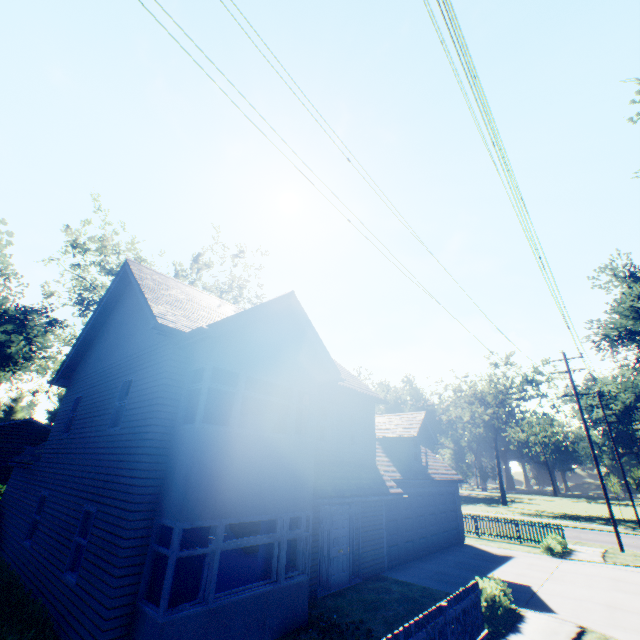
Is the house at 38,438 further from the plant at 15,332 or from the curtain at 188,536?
the curtain at 188,536

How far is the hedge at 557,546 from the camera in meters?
17.0

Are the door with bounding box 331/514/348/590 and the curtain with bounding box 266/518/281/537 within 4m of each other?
yes

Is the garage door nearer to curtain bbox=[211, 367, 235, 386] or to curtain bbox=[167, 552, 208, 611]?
curtain bbox=[211, 367, 235, 386]

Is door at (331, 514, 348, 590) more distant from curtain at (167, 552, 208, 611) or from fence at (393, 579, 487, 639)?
curtain at (167, 552, 208, 611)

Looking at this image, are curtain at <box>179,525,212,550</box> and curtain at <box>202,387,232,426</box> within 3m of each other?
yes

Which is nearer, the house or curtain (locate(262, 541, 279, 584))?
curtain (locate(262, 541, 279, 584))

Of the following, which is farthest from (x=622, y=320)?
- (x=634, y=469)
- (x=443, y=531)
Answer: (x=443, y=531)
